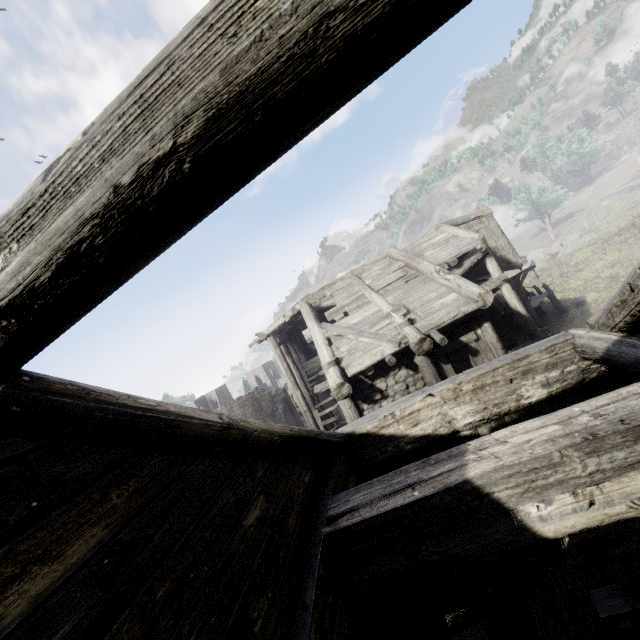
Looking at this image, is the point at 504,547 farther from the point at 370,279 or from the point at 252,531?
the point at 370,279
